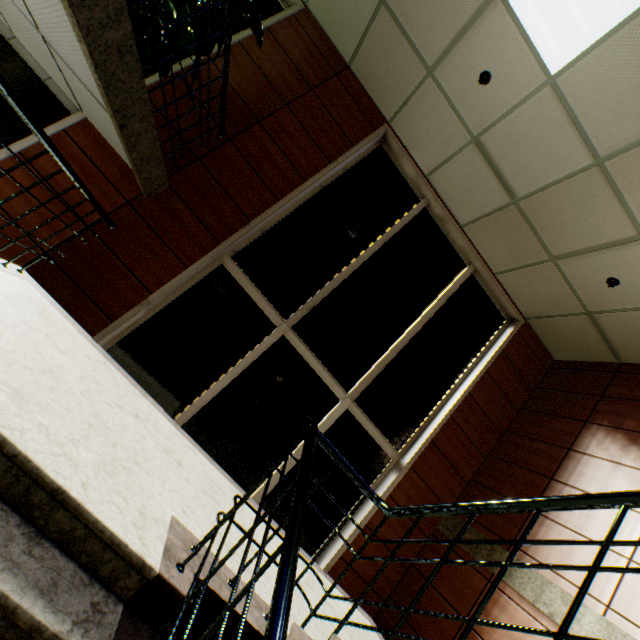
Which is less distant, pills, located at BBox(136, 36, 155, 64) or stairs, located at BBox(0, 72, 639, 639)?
stairs, located at BBox(0, 72, 639, 639)

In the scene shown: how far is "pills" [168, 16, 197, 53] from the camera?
2.99m

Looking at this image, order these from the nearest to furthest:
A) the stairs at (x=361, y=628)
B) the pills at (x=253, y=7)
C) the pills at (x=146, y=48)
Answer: the stairs at (x=361, y=628) → the pills at (x=146, y=48) → the pills at (x=253, y=7)

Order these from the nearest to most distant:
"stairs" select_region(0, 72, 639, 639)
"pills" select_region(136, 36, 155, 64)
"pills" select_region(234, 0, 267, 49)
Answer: "stairs" select_region(0, 72, 639, 639), "pills" select_region(136, 36, 155, 64), "pills" select_region(234, 0, 267, 49)

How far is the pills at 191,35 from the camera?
3.0m

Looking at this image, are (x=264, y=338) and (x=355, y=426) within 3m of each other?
yes

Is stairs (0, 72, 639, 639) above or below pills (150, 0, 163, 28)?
below
